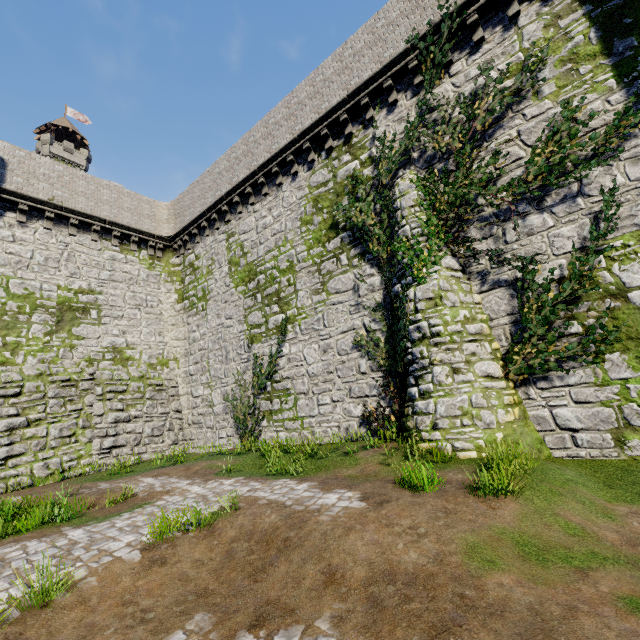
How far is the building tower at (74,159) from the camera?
51.5 meters

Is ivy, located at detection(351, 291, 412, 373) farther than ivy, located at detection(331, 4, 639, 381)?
Yes

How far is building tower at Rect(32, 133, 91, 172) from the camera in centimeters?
5153cm

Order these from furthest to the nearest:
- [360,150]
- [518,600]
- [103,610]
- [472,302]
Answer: [360,150] < [472,302] < [103,610] < [518,600]

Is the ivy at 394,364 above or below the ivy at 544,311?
below

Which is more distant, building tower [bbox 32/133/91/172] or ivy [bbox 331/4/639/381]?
building tower [bbox 32/133/91/172]

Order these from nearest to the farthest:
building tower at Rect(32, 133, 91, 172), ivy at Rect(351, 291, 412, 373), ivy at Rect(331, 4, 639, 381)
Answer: ivy at Rect(331, 4, 639, 381) < ivy at Rect(351, 291, 412, 373) < building tower at Rect(32, 133, 91, 172)
